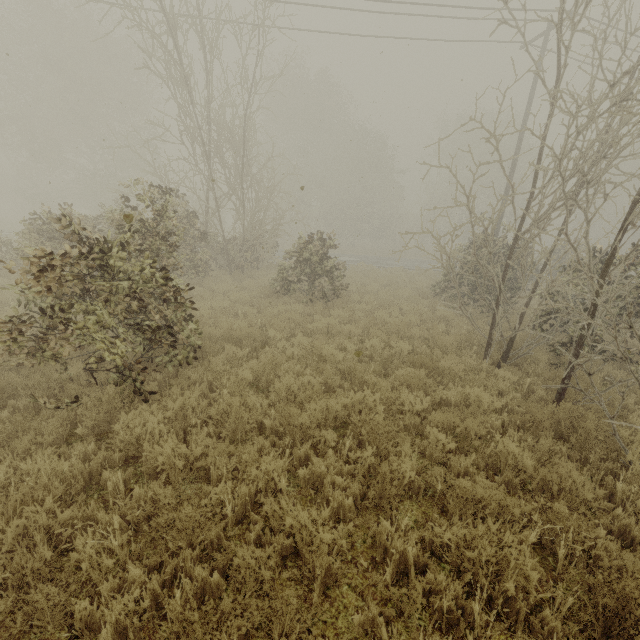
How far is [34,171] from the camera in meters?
35.7
